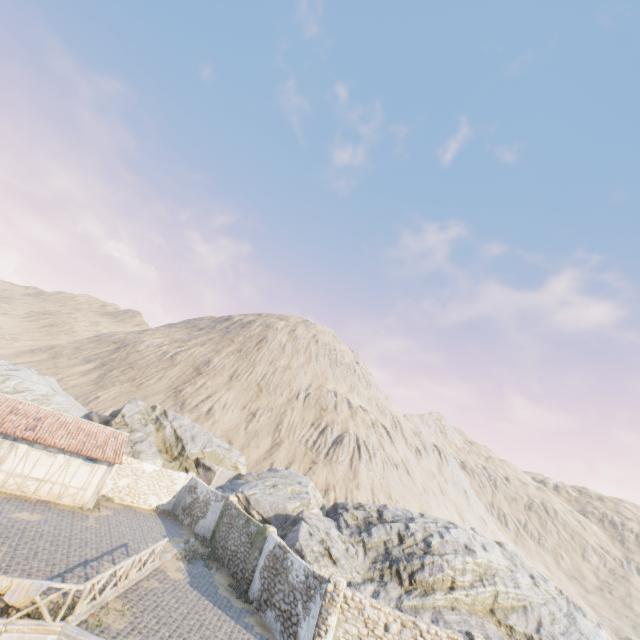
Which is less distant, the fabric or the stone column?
the fabric

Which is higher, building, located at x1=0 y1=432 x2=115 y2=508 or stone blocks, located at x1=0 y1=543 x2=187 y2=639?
building, located at x1=0 y1=432 x2=115 y2=508

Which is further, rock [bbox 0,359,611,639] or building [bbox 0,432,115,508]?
building [bbox 0,432,115,508]

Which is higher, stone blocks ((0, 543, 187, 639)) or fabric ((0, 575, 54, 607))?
fabric ((0, 575, 54, 607))

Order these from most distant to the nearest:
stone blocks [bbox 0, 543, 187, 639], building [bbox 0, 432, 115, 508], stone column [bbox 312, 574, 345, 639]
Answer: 1. building [bbox 0, 432, 115, 508]
2. stone column [bbox 312, 574, 345, 639]
3. stone blocks [bbox 0, 543, 187, 639]

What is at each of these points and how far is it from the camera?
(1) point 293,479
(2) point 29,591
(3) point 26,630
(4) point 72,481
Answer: (1) rock, 29.6 meters
(2) fabric, 9.8 meters
(3) stone blocks, 9.6 meters
(4) building, 20.3 meters

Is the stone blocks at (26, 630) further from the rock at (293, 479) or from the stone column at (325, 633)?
the stone column at (325, 633)

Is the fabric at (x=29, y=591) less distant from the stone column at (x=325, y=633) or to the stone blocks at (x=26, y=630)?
the stone blocks at (x=26, y=630)
